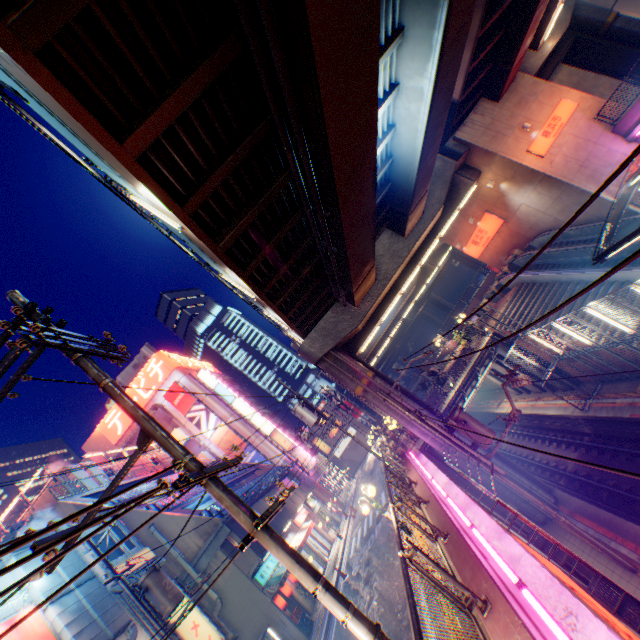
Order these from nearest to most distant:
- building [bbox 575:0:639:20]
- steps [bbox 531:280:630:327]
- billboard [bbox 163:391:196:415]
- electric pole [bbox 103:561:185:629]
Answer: electric pole [bbox 103:561:185:629] → steps [bbox 531:280:630:327] → building [bbox 575:0:639:20] → billboard [bbox 163:391:196:415]

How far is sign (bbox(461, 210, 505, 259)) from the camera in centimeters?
2483cm

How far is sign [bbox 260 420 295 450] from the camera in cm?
4159

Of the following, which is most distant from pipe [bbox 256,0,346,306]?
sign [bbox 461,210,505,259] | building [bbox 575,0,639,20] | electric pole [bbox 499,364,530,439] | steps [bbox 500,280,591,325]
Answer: building [bbox 575,0,639,20]

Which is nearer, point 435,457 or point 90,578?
point 90,578

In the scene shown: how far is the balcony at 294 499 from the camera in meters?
22.3 m

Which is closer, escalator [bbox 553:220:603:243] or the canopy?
the canopy

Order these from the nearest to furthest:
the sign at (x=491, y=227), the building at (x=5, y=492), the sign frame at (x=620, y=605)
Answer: the sign frame at (x=620, y=605), the sign at (x=491, y=227), the building at (x=5, y=492)
